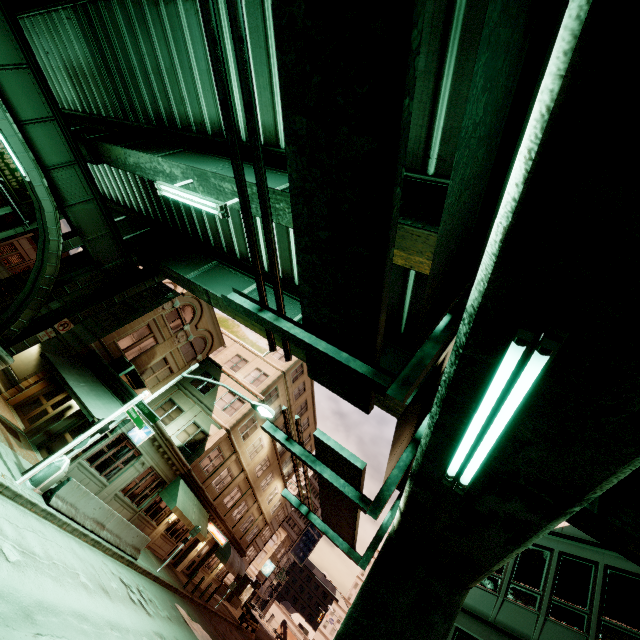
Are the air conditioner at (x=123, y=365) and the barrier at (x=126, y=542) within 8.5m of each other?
yes

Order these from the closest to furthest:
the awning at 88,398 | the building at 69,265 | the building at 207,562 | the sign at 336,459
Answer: the sign at 336,459 < the awning at 88,398 < the building at 207,562 < the building at 69,265

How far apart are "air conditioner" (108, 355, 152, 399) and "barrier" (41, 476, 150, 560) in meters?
7.8 m

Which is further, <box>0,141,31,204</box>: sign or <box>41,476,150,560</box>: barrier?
<box>0,141,31,204</box>: sign

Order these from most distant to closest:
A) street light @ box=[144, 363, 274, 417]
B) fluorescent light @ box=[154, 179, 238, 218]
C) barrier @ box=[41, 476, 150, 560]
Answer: street light @ box=[144, 363, 274, 417]
barrier @ box=[41, 476, 150, 560]
fluorescent light @ box=[154, 179, 238, 218]

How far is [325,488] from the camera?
5.2m

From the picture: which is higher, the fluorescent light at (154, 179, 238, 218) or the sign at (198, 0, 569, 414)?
the fluorescent light at (154, 179, 238, 218)

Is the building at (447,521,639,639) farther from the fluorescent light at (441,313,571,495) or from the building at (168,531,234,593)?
the building at (168,531,234,593)
